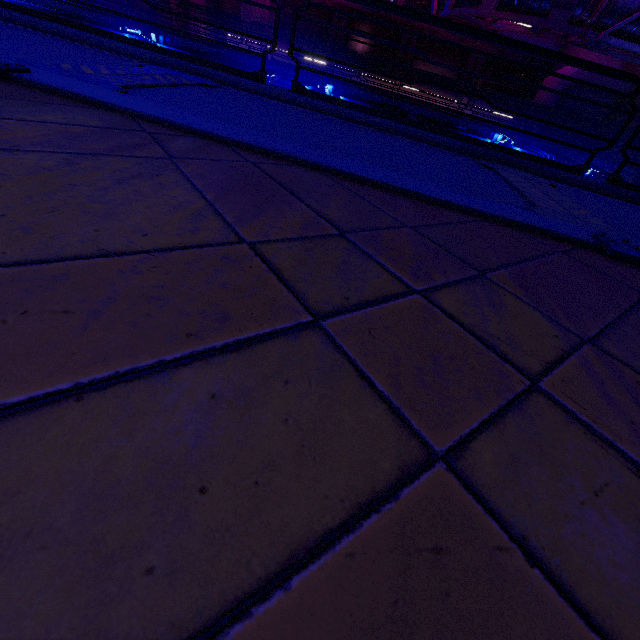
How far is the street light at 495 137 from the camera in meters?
12.0 m

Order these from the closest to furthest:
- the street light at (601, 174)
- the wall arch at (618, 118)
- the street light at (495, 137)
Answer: the street light at (601, 174) → the street light at (495, 137) → the wall arch at (618, 118)

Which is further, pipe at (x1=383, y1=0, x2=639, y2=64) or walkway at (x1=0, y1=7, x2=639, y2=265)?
pipe at (x1=383, y1=0, x2=639, y2=64)

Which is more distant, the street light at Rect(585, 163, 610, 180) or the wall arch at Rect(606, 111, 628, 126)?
the wall arch at Rect(606, 111, 628, 126)

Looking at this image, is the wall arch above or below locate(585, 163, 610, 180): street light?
above

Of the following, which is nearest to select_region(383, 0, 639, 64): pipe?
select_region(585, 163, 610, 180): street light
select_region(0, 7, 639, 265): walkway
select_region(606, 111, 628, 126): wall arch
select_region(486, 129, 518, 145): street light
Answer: select_region(606, 111, 628, 126): wall arch

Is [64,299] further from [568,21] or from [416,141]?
[568,21]

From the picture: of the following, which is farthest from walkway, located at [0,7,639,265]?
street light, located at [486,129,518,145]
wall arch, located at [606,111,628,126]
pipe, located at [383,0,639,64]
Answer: street light, located at [486,129,518,145]
